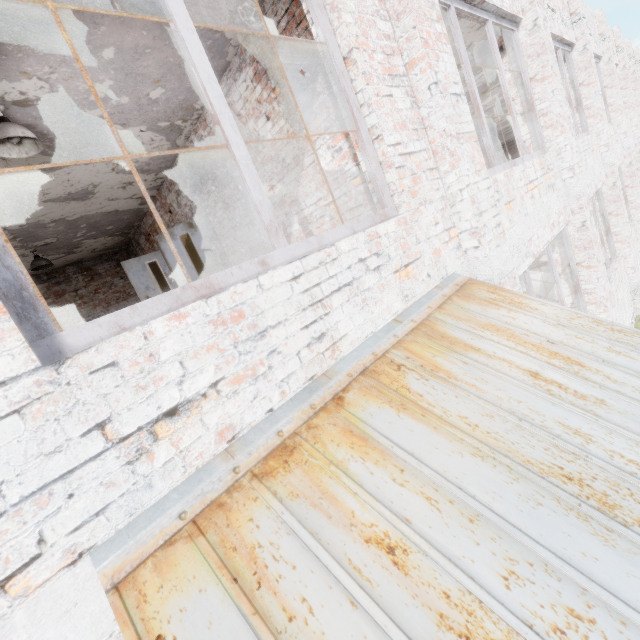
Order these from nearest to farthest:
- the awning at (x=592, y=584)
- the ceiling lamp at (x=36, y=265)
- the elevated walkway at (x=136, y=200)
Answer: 1. the awning at (x=592, y=584)
2. the elevated walkway at (x=136, y=200)
3. the ceiling lamp at (x=36, y=265)

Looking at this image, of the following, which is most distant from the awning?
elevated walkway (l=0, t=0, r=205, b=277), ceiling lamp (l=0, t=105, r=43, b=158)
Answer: ceiling lamp (l=0, t=105, r=43, b=158)

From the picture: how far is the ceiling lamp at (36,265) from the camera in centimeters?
705cm

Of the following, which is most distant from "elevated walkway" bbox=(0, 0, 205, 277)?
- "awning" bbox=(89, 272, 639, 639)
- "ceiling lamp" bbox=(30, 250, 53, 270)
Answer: "awning" bbox=(89, 272, 639, 639)

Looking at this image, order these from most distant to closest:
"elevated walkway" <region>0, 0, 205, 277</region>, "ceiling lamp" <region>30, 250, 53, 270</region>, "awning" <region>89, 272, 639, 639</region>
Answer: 1. "ceiling lamp" <region>30, 250, 53, 270</region>
2. "elevated walkway" <region>0, 0, 205, 277</region>
3. "awning" <region>89, 272, 639, 639</region>

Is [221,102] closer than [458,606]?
No

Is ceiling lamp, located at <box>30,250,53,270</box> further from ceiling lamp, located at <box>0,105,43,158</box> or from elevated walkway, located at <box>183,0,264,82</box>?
ceiling lamp, located at <box>0,105,43,158</box>

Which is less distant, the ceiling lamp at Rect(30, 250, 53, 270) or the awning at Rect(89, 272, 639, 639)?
the awning at Rect(89, 272, 639, 639)
